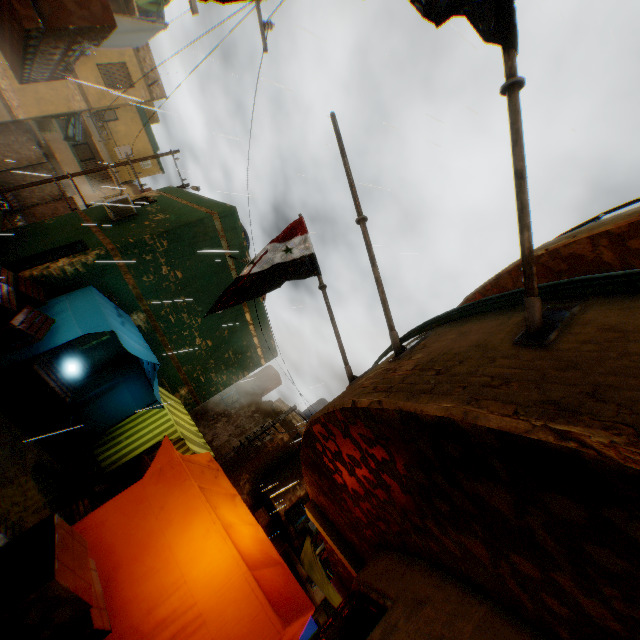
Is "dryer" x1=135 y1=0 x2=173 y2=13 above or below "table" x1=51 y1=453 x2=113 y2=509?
above

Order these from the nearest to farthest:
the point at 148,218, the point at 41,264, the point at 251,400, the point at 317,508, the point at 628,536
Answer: the point at 628,536 < the point at 317,508 < the point at 41,264 < the point at 148,218 < the point at 251,400

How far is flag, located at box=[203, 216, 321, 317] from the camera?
4.2 meters

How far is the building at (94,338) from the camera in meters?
8.9

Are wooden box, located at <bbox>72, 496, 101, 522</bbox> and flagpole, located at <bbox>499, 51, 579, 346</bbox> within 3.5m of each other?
no

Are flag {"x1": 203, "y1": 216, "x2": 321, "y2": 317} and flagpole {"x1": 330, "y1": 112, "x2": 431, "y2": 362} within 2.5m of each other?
yes

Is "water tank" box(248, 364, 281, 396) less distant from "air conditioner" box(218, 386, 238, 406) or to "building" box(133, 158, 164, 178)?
"building" box(133, 158, 164, 178)

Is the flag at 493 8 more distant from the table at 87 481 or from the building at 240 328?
the table at 87 481
